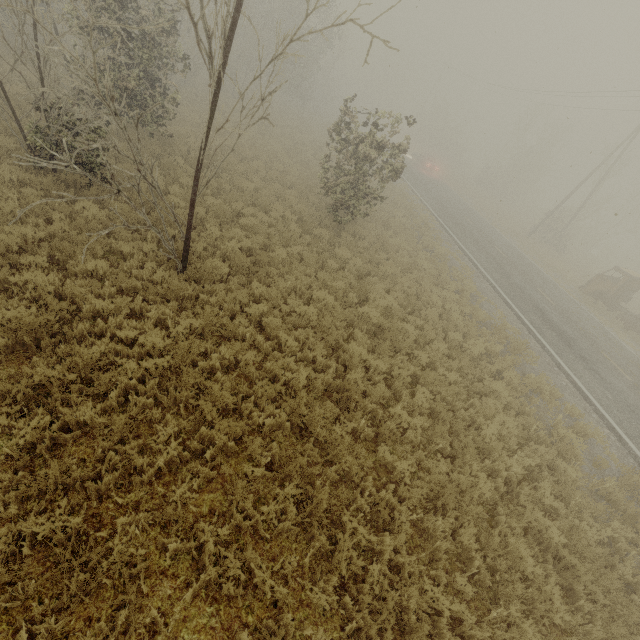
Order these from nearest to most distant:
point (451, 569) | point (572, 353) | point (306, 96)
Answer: point (451, 569), point (572, 353), point (306, 96)
